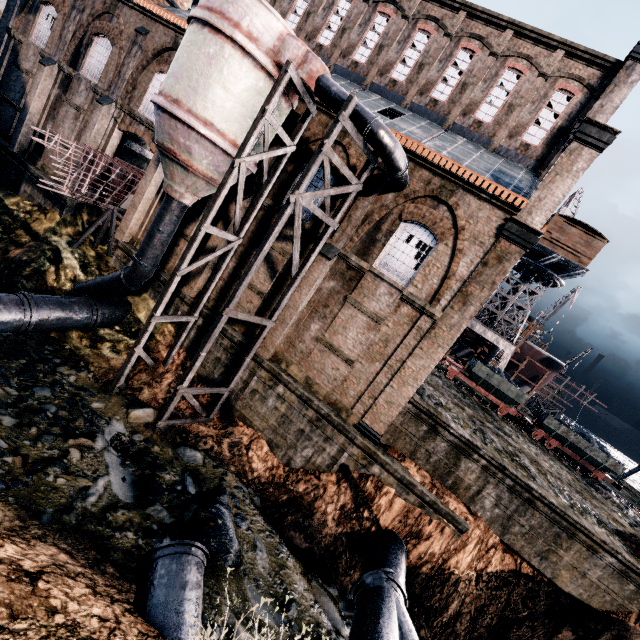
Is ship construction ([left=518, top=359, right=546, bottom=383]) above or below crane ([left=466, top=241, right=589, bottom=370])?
below

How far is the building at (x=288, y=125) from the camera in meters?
16.4

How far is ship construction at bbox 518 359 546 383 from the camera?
42.6 meters

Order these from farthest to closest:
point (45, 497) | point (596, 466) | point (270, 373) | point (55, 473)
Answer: point (596, 466), point (270, 373), point (55, 473), point (45, 497)

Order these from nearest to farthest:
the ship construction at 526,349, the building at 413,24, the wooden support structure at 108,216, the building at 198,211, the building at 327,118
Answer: the building at 413,24 < the building at 327,118 < the building at 198,211 < the wooden support structure at 108,216 < the ship construction at 526,349

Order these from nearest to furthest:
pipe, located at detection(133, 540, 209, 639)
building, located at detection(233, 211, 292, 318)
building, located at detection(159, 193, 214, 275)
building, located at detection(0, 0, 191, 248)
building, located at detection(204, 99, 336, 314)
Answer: pipe, located at detection(133, 540, 209, 639)
building, located at detection(204, 99, 336, 314)
building, located at detection(233, 211, 292, 318)
building, located at detection(159, 193, 214, 275)
building, located at detection(0, 0, 191, 248)

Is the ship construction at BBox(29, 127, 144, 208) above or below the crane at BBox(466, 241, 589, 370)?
below

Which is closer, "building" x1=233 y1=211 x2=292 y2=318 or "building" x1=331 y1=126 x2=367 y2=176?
"building" x1=331 y1=126 x2=367 y2=176
